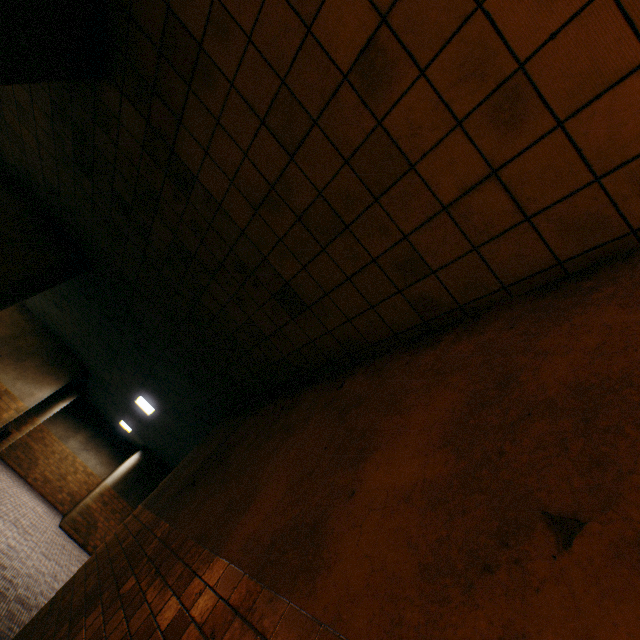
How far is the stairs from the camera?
13.0m

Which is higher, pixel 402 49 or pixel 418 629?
pixel 402 49

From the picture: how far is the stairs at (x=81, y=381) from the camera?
12.98m
